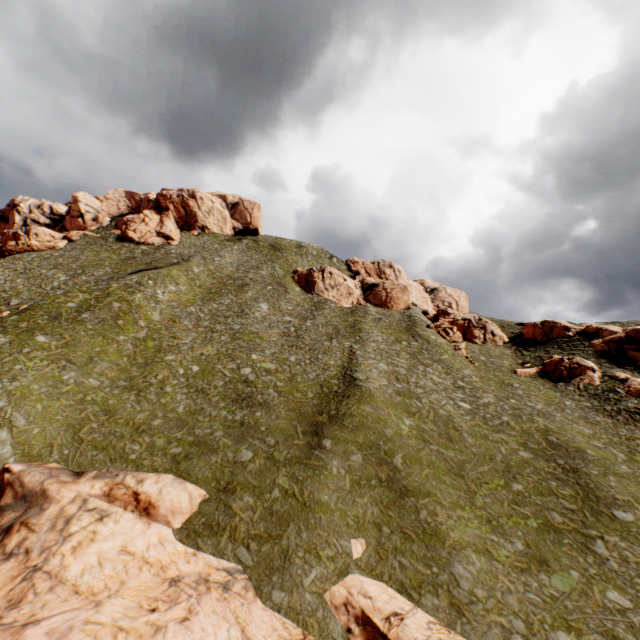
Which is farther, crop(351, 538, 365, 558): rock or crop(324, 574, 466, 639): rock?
crop(351, 538, 365, 558): rock

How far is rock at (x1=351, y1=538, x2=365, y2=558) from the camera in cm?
1841

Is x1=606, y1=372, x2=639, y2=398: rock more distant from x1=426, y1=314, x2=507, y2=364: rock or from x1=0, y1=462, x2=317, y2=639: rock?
x1=0, y1=462, x2=317, y2=639: rock

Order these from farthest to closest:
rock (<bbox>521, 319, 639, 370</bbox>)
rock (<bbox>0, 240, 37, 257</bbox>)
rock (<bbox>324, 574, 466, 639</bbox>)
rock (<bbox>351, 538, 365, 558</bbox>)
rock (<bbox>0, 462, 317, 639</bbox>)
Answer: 1. rock (<bbox>0, 240, 37, 257</bbox>)
2. rock (<bbox>521, 319, 639, 370</bbox>)
3. rock (<bbox>351, 538, 365, 558</bbox>)
4. rock (<bbox>324, 574, 466, 639</bbox>)
5. rock (<bbox>0, 462, 317, 639</bbox>)

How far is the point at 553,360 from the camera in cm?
4559

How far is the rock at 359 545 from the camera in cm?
1841

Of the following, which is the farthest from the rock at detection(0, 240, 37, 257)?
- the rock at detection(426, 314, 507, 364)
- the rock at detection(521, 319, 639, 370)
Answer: the rock at detection(426, 314, 507, 364)

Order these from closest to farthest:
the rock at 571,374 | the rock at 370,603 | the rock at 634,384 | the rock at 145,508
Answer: the rock at 145,508 < the rock at 370,603 < the rock at 634,384 < the rock at 571,374
